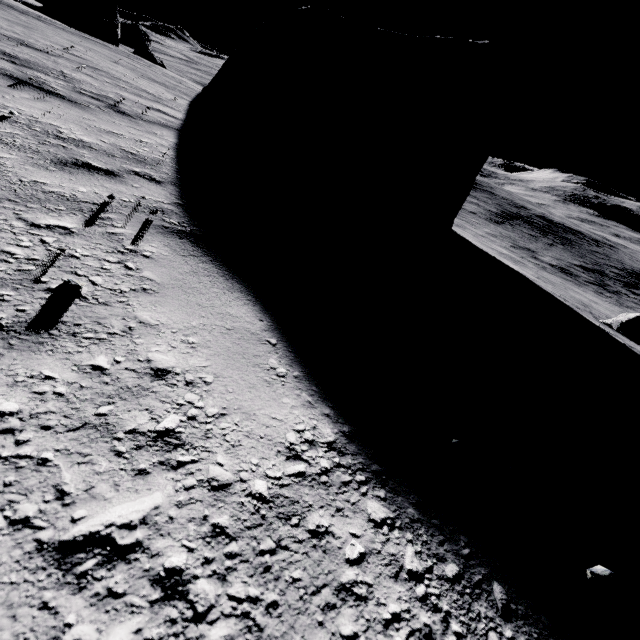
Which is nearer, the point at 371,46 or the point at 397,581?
the point at 397,581

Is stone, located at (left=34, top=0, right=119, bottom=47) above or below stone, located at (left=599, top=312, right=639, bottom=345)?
above

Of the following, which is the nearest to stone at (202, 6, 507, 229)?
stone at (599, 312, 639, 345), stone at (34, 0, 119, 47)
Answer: stone at (599, 312, 639, 345)

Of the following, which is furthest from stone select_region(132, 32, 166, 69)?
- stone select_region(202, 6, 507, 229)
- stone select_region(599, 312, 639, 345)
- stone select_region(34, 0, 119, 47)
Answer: stone select_region(599, 312, 639, 345)

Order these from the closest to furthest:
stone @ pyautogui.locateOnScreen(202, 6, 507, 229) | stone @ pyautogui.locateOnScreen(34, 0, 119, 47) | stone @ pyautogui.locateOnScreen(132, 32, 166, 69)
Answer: stone @ pyautogui.locateOnScreen(202, 6, 507, 229)
stone @ pyautogui.locateOnScreen(34, 0, 119, 47)
stone @ pyautogui.locateOnScreen(132, 32, 166, 69)

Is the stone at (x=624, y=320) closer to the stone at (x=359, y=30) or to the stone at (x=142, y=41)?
the stone at (x=359, y=30)

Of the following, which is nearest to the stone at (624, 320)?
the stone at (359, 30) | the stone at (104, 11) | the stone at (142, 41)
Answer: the stone at (359, 30)

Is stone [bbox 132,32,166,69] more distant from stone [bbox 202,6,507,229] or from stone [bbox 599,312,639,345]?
stone [bbox 599,312,639,345]
